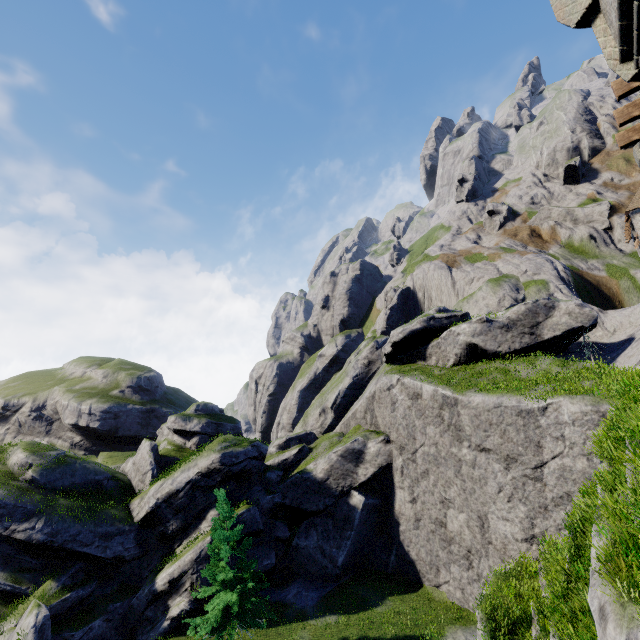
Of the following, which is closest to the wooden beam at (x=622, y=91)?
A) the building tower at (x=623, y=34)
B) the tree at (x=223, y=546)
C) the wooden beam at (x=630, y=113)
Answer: the wooden beam at (x=630, y=113)

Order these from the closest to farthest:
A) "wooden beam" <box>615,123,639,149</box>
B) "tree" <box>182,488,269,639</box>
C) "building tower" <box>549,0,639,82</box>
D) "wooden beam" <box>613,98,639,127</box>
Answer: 1. "building tower" <box>549,0,639,82</box>
2. "wooden beam" <box>613,98,639,127</box>
3. "wooden beam" <box>615,123,639,149</box>
4. "tree" <box>182,488,269,639</box>

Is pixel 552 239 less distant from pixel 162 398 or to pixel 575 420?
pixel 575 420

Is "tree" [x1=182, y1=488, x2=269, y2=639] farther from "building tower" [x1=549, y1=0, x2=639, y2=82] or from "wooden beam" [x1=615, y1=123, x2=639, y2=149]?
"wooden beam" [x1=615, y1=123, x2=639, y2=149]

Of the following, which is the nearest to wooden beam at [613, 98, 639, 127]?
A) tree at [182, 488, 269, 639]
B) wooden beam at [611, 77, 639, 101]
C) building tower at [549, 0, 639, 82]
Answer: wooden beam at [611, 77, 639, 101]

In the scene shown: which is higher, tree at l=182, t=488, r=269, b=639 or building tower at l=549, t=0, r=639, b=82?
building tower at l=549, t=0, r=639, b=82

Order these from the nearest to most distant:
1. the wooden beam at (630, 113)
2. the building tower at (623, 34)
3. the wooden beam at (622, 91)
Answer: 1. the building tower at (623, 34)
2. the wooden beam at (622, 91)
3. the wooden beam at (630, 113)

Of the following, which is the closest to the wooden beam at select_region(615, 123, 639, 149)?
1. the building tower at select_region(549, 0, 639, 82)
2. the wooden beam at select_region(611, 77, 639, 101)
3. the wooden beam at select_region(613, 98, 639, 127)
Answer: the wooden beam at select_region(613, 98, 639, 127)
